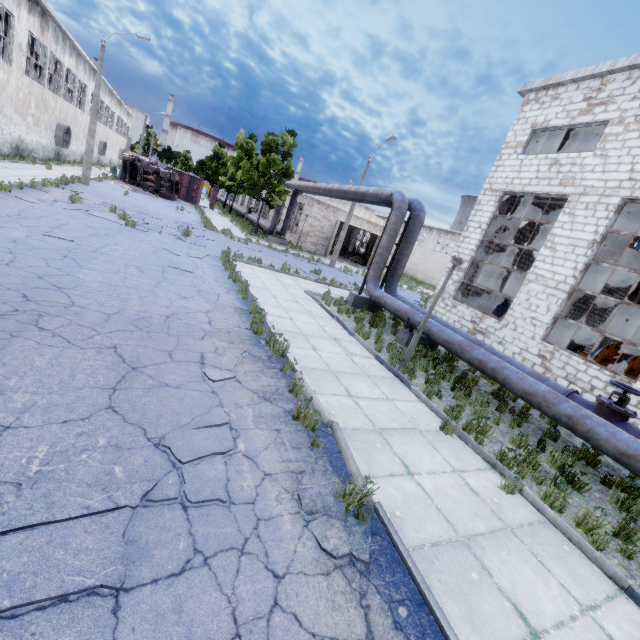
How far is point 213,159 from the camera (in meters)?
52.47

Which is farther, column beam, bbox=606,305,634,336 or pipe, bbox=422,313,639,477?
column beam, bbox=606,305,634,336

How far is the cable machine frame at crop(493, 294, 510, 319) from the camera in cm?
1705

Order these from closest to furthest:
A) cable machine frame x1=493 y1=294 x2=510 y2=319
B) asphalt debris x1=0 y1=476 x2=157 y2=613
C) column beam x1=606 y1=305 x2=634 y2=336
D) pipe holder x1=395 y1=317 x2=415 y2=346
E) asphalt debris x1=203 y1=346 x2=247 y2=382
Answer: asphalt debris x1=0 y1=476 x2=157 y2=613, asphalt debris x1=203 y1=346 x2=247 y2=382, pipe holder x1=395 y1=317 x2=415 y2=346, cable machine frame x1=493 y1=294 x2=510 y2=319, column beam x1=606 y1=305 x2=634 y2=336

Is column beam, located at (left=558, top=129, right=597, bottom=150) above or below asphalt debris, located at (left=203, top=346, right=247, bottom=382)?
above

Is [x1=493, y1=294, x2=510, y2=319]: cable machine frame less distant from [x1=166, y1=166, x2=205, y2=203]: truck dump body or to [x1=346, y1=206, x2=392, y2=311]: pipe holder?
[x1=346, y1=206, x2=392, y2=311]: pipe holder

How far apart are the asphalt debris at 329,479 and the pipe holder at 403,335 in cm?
777

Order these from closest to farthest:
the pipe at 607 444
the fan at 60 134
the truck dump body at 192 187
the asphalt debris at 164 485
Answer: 1. the asphalt debris at 164 485
2. the pipe at 607 444
3. the fan at 60 134
4. the truck dump body at 192 187
